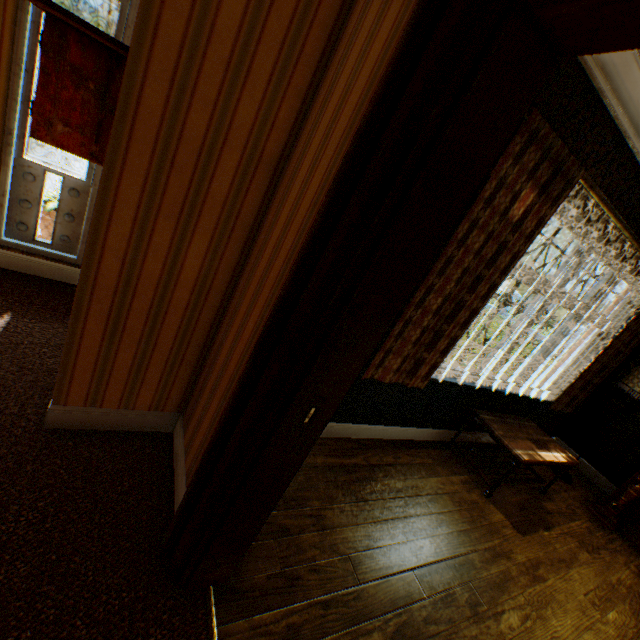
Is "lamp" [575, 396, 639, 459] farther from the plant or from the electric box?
the plant

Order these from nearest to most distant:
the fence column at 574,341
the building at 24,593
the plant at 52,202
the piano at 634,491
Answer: the building at 24,593 < the plant at 52,202 < the piano at 634,491 < the fence column at 574,341

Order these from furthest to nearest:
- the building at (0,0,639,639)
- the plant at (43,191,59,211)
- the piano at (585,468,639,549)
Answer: the piano at (585,468,639,549) → the plant at (43,191,59,211) → the building at (0,0,639,639)

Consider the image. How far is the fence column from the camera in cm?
2236

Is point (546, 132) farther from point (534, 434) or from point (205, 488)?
point (534, 434)

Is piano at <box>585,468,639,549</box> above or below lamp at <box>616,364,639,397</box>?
below

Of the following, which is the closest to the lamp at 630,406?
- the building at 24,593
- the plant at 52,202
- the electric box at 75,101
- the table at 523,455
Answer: the building at 24,593

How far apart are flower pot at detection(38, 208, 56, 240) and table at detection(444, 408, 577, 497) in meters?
4.4 m
